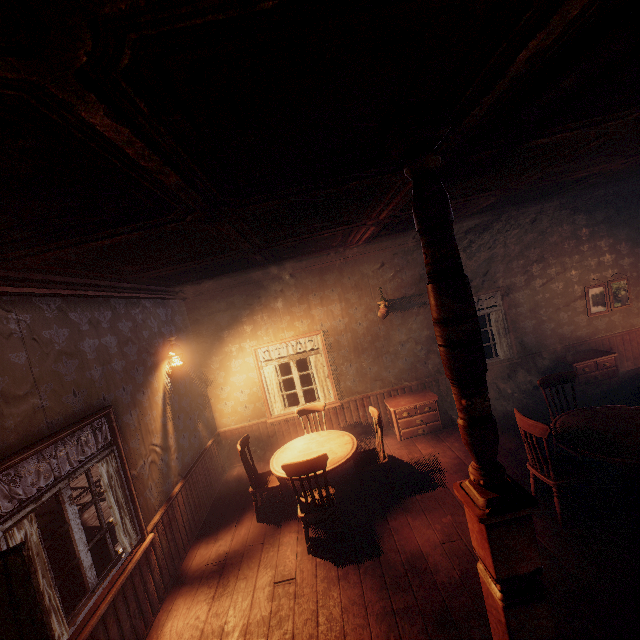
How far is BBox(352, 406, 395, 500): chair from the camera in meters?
4.8 m

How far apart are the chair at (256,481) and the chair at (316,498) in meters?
0.5

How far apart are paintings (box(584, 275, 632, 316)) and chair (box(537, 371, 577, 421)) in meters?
3.3

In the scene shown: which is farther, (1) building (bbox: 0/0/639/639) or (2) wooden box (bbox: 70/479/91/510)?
(2) wooden box (bbox: 70/479/91/510)

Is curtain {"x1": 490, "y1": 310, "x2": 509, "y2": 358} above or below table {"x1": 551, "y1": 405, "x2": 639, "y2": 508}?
above

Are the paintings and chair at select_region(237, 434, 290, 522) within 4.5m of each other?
no

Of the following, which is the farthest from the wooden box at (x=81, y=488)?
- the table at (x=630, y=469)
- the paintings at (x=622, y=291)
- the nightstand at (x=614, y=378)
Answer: the paintings at (x=622, y=291)

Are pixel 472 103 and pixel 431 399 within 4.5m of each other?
no
